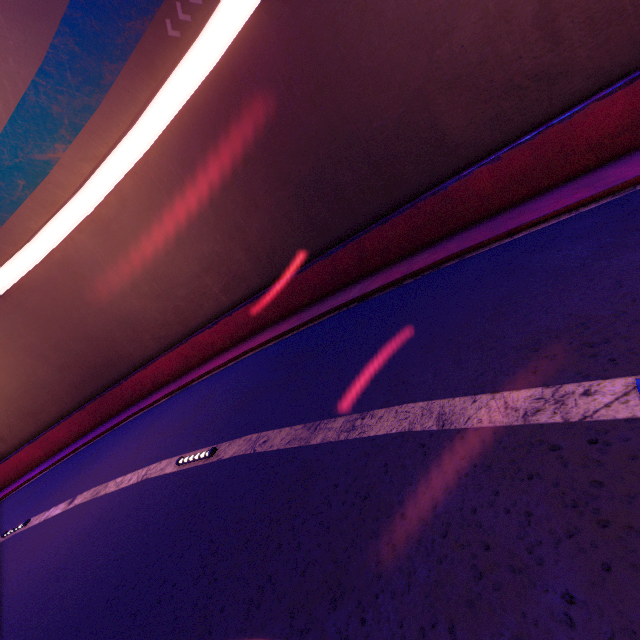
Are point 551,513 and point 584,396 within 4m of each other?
yes
